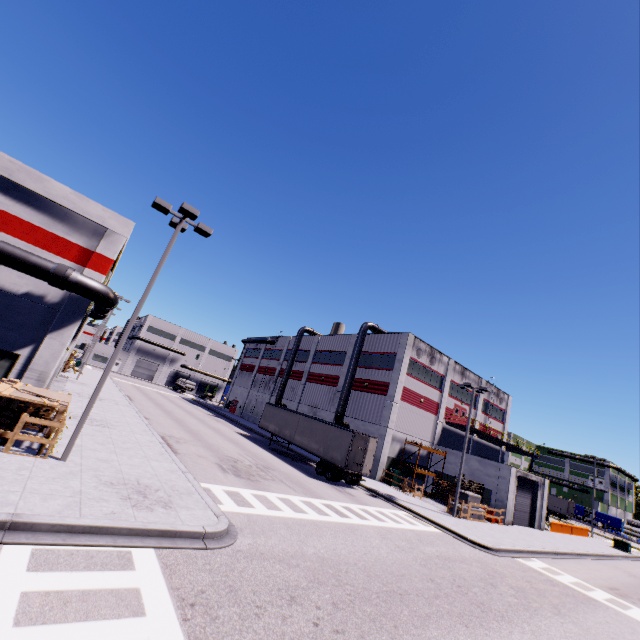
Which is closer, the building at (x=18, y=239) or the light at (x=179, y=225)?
the light at (x=179, y=225)

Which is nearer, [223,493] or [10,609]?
[10,609]

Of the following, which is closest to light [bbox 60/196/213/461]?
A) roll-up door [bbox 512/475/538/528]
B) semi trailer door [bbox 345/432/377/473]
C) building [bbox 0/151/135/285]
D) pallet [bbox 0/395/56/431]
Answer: pallet [bbox 0/395/56/431]

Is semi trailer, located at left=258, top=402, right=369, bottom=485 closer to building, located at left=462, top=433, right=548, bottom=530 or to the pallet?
building, located at left=462, top=433, right=548, bottom=530

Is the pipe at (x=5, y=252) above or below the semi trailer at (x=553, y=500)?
above

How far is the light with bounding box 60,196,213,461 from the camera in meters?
11.0 m

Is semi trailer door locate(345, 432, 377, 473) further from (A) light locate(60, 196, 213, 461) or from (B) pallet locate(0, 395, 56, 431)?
(B) pallet locate(0, 395, 56, 431)

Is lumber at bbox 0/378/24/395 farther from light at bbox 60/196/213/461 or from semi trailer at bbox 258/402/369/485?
semi trailer at bbox 258/402/369/485
